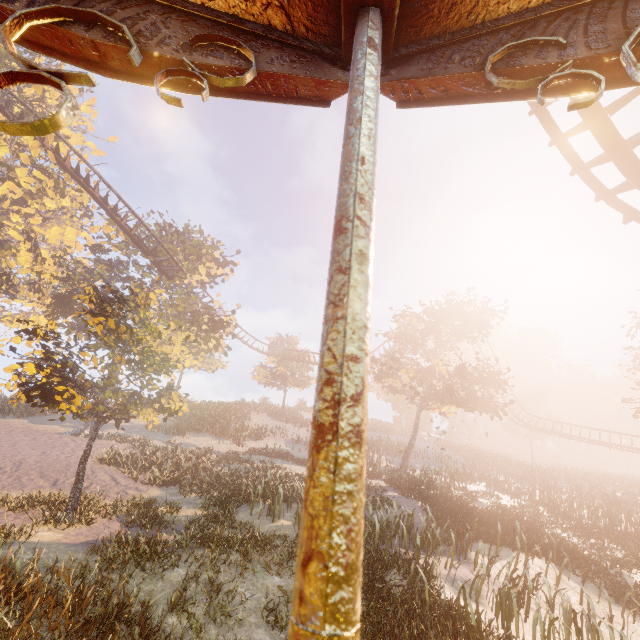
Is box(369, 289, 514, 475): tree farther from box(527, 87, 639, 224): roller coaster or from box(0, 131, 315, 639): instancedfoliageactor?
box(0, 131, 315, 639): instancedfoliageactor

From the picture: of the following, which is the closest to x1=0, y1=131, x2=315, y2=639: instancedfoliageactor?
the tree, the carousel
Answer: the carousel

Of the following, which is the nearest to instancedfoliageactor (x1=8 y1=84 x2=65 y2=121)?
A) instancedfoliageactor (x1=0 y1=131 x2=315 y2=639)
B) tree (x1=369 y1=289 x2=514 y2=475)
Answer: instancedfoliageactor (x1=0 y1=131 x2=315 y2=639)

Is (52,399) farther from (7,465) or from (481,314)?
(481,314)

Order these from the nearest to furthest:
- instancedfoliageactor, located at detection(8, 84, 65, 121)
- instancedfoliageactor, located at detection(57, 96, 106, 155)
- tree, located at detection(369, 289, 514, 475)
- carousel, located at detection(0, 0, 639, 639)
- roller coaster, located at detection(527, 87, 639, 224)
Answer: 1. carousel, located at detection(0, 0, 639, 639)
2. roller coaster, located at detection(527, 87, 639, 224)
3. instancedfoliageactor, located at detection(8, 84, 65, 121)
4. tree, located at detection(369, 289, 514, 475)
5. instancedfoliageactor, located at detection(57, 96, 106, 155)

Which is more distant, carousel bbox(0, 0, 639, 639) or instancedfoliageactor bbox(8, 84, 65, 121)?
instancedfoliageactor bbox(8, 84, 65, 121)

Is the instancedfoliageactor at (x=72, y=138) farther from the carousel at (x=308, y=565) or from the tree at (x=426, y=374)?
the carousel at (x=308, y=565)

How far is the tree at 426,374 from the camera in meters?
23.7
